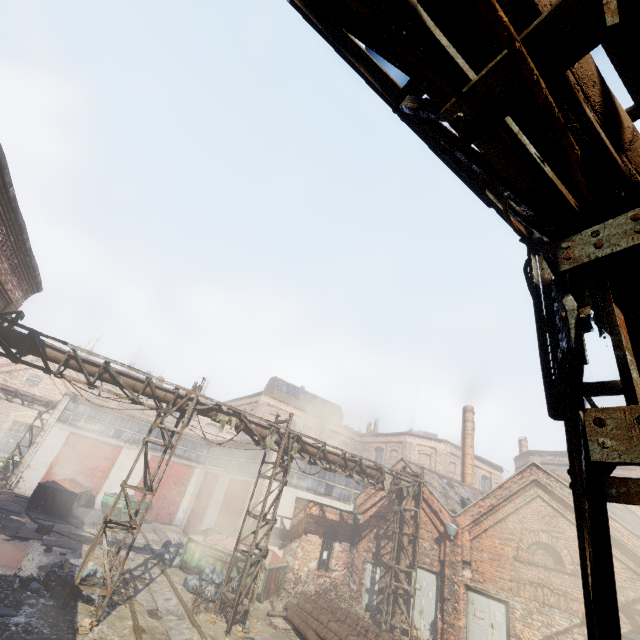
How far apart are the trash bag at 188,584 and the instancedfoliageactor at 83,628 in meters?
4.8 m

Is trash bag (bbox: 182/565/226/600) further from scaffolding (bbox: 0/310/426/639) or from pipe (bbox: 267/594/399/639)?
scaffolding (bbox: 0/310/426/639)

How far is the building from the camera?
21.5m

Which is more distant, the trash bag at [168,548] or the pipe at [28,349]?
the trash bag at [168,548]

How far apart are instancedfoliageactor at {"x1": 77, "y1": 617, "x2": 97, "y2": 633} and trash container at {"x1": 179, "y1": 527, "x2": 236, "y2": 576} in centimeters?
643cm

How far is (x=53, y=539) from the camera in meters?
14.0 m

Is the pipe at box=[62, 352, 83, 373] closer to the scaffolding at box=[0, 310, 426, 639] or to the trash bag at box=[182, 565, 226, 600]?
the scaffolding at box=[0, 310, 426, 639]

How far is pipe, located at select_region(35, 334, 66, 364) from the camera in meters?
9.8 m
